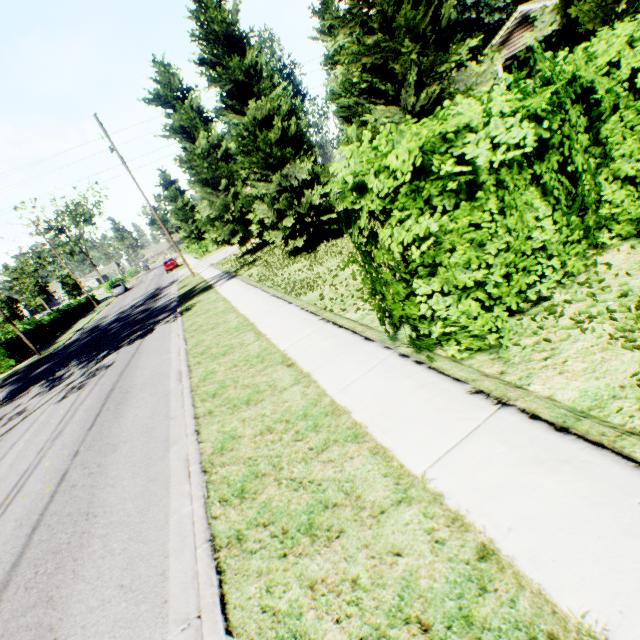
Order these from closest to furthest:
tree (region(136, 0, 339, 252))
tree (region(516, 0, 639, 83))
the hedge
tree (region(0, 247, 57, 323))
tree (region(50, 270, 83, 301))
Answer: the hedge, tree (region(516, 0, 639, 83)), tree (region(136, 0, 339, 252)), tree (region(0, 247, 57, 323)), tree (region(50, 270, 83, 301))

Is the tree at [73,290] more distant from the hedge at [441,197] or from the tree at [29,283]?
the hedge at [441,197]

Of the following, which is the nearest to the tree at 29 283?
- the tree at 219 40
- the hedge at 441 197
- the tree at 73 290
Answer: the tree at 73 290

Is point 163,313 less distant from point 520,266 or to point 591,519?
point 520,266

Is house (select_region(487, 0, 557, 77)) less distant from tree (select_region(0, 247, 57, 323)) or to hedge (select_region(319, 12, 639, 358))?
hedge (select_region(319, 12, 639, 358))

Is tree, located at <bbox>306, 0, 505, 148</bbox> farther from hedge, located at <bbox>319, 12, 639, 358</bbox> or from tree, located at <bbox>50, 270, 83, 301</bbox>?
tree, located at <bbox>50, 270, 83, 301</bbox>

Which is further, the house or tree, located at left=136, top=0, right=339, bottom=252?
the house

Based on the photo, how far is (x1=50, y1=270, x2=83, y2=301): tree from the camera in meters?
49.4
